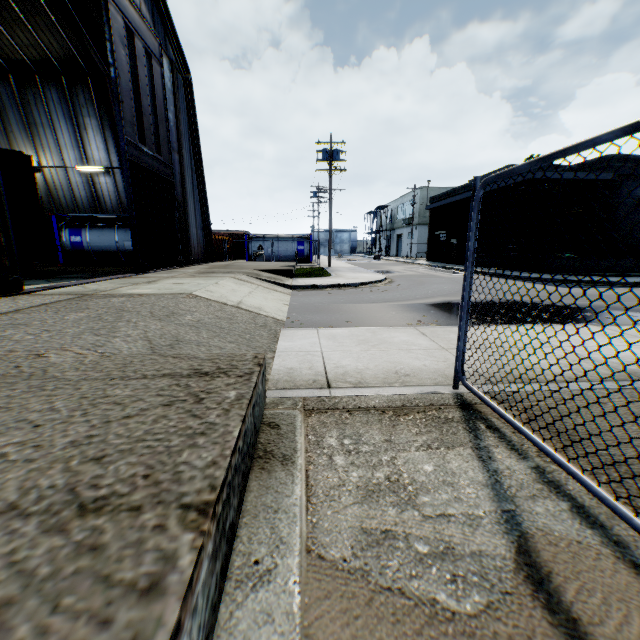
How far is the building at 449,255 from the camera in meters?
29.0 m

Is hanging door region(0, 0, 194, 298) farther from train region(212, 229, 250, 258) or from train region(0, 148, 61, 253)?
train region(212, 229, 250, 258)

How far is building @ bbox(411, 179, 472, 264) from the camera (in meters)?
28.95

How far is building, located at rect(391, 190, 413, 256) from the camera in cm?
5041

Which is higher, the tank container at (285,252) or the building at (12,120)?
the building at (12,120)

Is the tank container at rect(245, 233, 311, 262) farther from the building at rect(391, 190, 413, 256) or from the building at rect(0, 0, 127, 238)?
the building at rect(391, 190, 413, 256)

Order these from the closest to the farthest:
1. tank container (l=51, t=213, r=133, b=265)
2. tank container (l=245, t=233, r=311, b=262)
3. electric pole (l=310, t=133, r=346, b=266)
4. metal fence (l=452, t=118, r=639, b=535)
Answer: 1. metal fence (l=452, t=118, r=639, b=535)
2. tank container (l=51, t=213, r=133, b=265)
3. electric pole (l=310, t=133, r=346, b=266)
4. tank container (l=245, t=233, r=311, b=262)

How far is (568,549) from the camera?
1.7m
